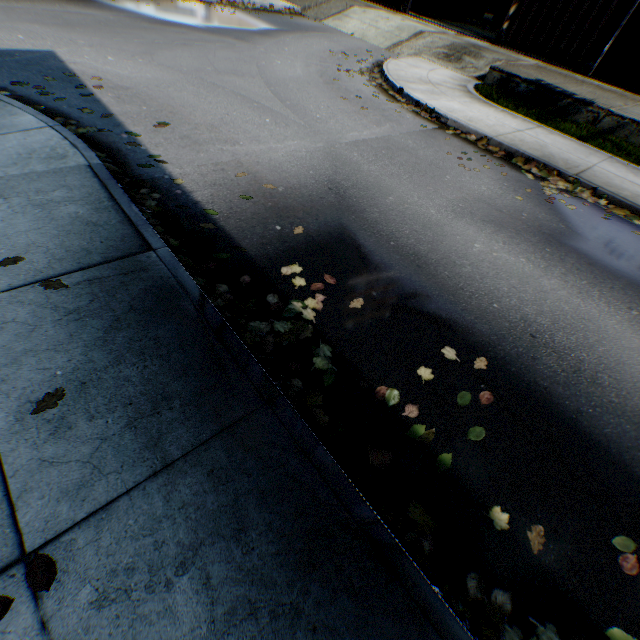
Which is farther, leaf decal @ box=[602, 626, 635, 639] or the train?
the train

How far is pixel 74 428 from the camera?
1.9m

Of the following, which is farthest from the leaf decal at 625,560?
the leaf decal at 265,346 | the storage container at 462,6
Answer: the storage container at 462,6

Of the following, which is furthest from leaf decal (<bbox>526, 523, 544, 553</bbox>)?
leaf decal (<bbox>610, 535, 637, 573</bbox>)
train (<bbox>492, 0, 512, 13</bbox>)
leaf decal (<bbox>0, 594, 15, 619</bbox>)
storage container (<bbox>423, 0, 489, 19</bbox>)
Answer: storage container (<bbox>423, 0, 489, 19</bbox>)

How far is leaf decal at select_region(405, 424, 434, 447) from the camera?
2.41m

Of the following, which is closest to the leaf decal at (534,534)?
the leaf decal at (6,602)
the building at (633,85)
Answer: the leaf decal at (6,602)

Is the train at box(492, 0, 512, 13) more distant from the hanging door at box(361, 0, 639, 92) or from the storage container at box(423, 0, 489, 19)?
the hanging door at box(361, 0, 639, 92)

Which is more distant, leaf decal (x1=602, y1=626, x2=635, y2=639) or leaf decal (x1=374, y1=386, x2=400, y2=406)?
leaf decal (x1=374, y1=386, x2=400, y2=406)
